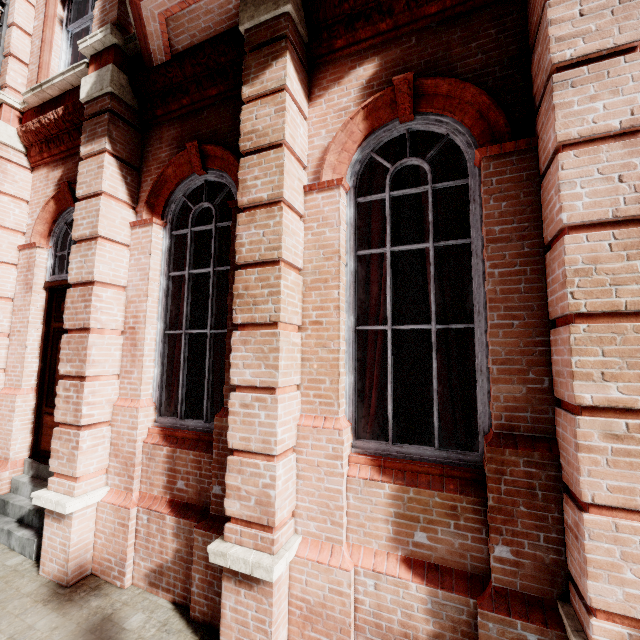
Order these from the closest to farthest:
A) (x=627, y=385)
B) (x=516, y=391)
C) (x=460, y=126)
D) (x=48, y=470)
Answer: (x=627, y=385) → (x=516, y=391) → (x=460, y=126) → (x=48, y=470)
